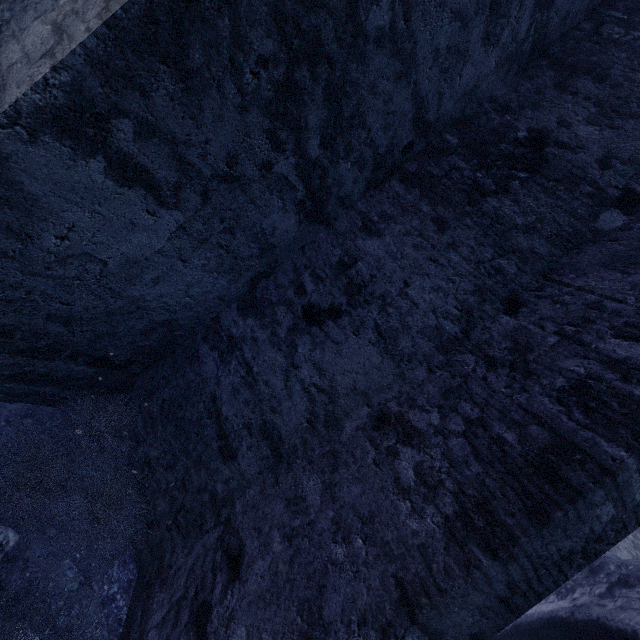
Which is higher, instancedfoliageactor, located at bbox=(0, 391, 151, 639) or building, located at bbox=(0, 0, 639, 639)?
building, located at bbox=(0, 0, 639, 639)

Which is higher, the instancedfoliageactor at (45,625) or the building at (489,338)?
the building at (489,338)

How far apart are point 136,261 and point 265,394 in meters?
1.7
